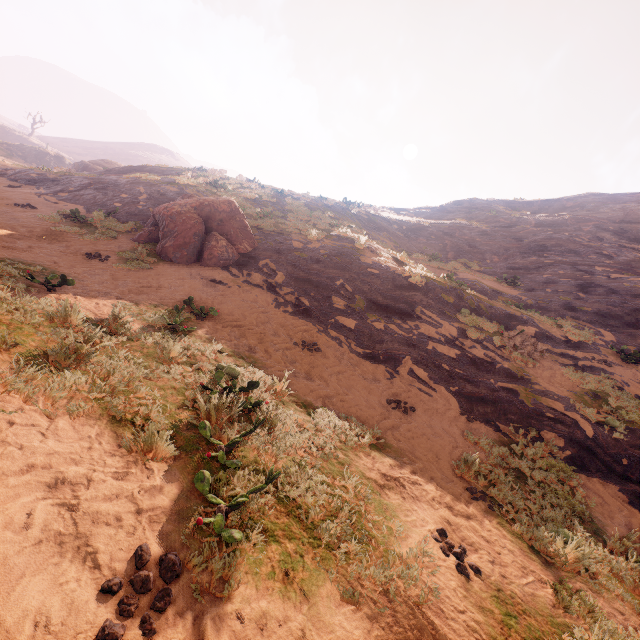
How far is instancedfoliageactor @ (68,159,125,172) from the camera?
32.4m

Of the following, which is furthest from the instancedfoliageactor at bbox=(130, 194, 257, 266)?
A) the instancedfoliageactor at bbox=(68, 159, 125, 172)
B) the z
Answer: the instancedfoliageactor at bbox=(68, 159, 125, 172)

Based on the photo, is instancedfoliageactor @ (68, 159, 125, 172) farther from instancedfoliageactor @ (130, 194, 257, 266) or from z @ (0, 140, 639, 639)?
instancedfoliageactor @ (130, 194, 257, 266)

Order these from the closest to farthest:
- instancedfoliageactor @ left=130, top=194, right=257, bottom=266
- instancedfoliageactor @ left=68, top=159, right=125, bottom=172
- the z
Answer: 1. the z
2. instancedfoliageactor @ left=130, top=194, right=257, bottom=266
3. instancedfoliageactor @ left=68, top=159, right=125, bottom=172

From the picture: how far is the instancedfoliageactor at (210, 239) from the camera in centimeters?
1113cm

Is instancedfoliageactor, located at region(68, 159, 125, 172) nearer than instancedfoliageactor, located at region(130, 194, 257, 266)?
No

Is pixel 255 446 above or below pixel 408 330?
below

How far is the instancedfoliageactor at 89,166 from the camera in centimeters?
3244cm
